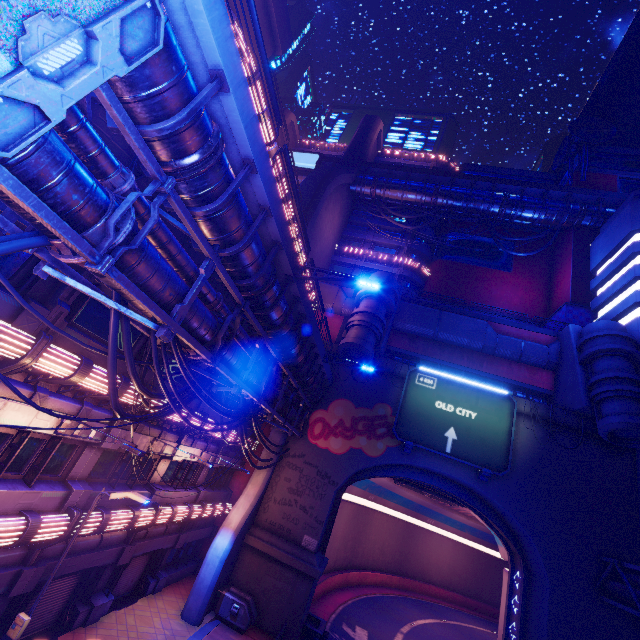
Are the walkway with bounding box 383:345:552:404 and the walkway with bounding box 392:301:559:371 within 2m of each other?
yes

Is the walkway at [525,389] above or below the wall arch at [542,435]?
above

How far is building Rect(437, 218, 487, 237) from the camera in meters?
44.2 m

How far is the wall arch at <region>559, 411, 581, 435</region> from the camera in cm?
2189

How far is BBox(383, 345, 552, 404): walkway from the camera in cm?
2569

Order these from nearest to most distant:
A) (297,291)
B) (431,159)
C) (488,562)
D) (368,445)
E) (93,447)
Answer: (93,447) → (297,291) → (368,445) → (488,562) → (431,159)

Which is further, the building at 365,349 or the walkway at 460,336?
the walkway at 460,336

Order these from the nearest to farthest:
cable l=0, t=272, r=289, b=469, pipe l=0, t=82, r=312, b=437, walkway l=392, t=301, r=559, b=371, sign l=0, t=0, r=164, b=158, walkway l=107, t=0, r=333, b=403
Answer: sign l=0, t=0, r=164, b=158, pipe l=0, t=82, r=312, b=437, walkway l=107, t=0, r=333, b=403, cable l=0, t=272, r=289, b=469, walkway l=392, t=301, r=559, b=371
